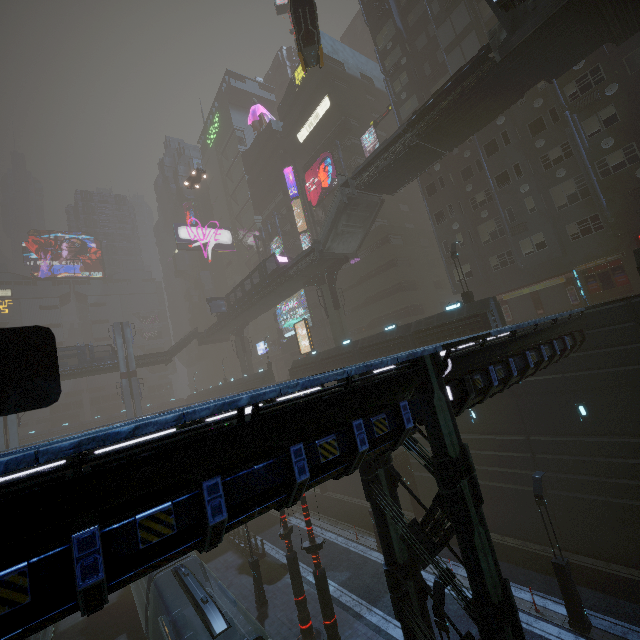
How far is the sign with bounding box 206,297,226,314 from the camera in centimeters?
4888cm

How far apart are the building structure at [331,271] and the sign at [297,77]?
30.7 meters

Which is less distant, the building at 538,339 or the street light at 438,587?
the building at 538,339

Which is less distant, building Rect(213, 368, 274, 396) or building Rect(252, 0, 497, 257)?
building Rect(252, 0, 497, 257)

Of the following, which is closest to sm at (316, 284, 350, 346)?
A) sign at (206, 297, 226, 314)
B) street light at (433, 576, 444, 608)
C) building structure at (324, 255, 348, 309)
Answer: building structure at (324, 255, 348, 309)

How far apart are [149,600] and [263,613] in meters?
6.8 m

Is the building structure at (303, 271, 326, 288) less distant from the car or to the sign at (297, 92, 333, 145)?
the car

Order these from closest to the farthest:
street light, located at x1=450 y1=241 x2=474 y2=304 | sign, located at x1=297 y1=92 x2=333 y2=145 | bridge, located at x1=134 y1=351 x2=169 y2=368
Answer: street light, located at x1=450 y1=241 x2=474 y2=304 < sign, located at x1=297 y1=92 x2=333 y2=145 < bridge, located at x1=134 y1=351 x2=169 y2=368
